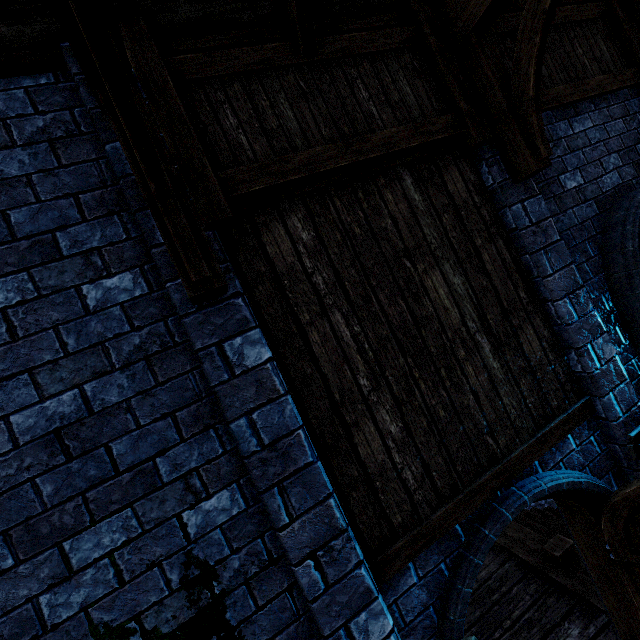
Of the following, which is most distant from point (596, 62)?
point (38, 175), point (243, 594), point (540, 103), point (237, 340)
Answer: point (243, 594)

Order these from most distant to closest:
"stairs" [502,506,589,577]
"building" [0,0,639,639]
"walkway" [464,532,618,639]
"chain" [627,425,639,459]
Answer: "stairs" [502,506,589,577] < "walkway" [464,532,618,639] < "chain" [627,425,639,459] < "building" [0,0,639,639]

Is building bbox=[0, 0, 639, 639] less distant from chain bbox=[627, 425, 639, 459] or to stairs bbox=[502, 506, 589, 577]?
chain bbox=[627, 425, 639, 459]

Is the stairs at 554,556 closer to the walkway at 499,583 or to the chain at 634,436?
the walkway at 499,583

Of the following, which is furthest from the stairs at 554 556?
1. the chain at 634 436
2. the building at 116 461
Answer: the chain at 634 436

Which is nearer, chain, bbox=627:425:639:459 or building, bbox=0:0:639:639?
building, bbox=0:0:639:639

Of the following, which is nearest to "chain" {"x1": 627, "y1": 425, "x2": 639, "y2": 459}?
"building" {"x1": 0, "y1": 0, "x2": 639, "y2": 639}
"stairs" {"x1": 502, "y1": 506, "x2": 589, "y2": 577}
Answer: "building" {"x1": 0, "y1": 0, "x2": 639, "y2": 639}

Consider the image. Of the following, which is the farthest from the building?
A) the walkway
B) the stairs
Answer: the stairs
